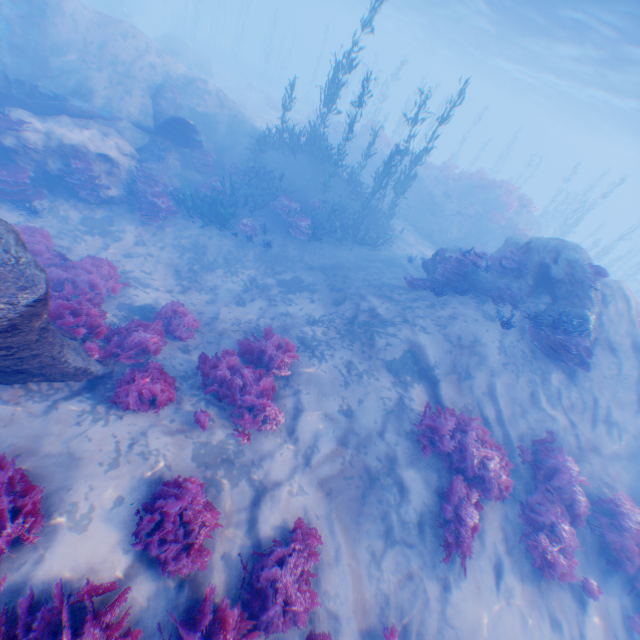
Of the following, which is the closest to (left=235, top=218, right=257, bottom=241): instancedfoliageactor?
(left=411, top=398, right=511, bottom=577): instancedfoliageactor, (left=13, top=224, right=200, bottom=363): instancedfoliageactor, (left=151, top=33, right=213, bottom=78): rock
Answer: (left=151, top=33, right=213, bottom=78): rock

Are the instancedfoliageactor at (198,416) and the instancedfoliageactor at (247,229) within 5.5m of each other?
no

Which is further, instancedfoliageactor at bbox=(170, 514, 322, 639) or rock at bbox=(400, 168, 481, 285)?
rock at bbox=(400, 168, 481, 285)

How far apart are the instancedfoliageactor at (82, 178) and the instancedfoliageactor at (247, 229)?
4.76m

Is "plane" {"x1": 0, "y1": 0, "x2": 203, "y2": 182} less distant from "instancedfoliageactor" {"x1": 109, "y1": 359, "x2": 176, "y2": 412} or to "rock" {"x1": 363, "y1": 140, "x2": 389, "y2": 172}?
"instancedfoliageactor" {"x1": 109, "y1": 359, "x2": 176, "y2": 412}

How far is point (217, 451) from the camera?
6.0 meters

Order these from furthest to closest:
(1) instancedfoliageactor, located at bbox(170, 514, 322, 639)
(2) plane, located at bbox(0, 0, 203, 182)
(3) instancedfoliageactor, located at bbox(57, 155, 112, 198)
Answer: (2) plane, located at bbox(0, 0, 203, 182)
(3) instancedfoliageactor, located at bbox(57, 155, 112, 198)
(1) instancedfoliageactor, located at bbox(170, 514, 322, 639)

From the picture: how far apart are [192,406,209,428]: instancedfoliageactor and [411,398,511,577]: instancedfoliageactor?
4.4m
